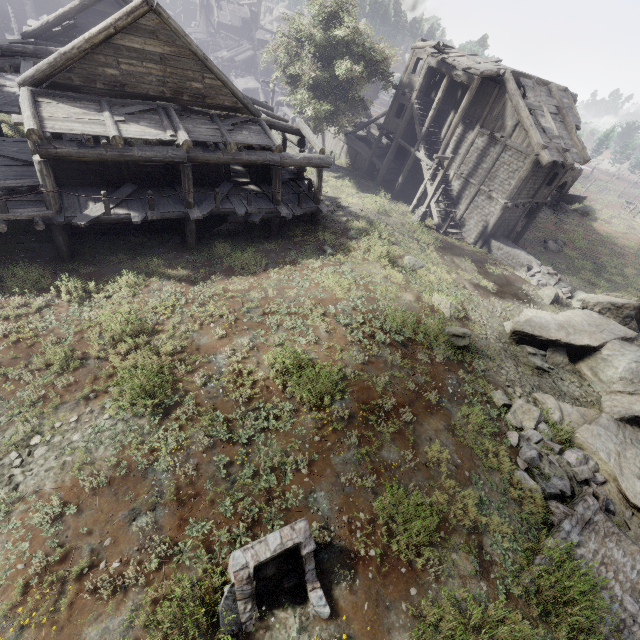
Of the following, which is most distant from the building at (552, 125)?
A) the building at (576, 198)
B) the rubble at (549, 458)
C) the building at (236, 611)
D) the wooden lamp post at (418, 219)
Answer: the building at (576, 198)

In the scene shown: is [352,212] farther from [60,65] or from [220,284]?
[60,65]

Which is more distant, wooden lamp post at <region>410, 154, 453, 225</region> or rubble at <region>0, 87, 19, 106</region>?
rubble at <region>0, 87, 19, 106</region>

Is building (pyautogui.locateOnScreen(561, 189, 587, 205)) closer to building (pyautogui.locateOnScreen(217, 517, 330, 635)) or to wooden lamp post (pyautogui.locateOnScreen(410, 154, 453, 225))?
wooden lamp post (pyautogui.locateOnScreen(410, 154, 453, 225))

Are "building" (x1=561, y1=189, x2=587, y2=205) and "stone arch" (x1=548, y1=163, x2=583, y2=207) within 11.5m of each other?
yes

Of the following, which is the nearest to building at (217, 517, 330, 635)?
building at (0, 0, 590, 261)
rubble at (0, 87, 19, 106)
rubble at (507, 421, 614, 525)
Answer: Answer: rubble at (507, 421, 614, 525)

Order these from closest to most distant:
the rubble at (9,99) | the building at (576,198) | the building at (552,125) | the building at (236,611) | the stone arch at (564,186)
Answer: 1. the building at (236,611)
2. the building at (552,125)
3. the rubble at (9,99)
4. the stone arch at (564,186)
5. the building at (576,198)

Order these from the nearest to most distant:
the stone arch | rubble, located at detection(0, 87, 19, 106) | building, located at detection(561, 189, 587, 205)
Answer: rubble, located at detection(0, 87, 19, 106) → the stone arch → building, located at detection(561, 189, 587, 205)
